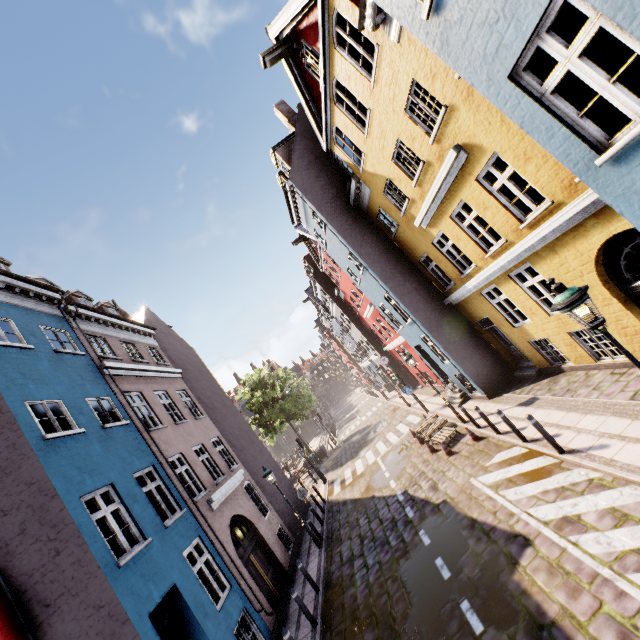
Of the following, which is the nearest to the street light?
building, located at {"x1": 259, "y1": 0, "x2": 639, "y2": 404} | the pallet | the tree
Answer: building, located at {"x1": 259, "y1": 0, "x2": 639, "y2": 404}

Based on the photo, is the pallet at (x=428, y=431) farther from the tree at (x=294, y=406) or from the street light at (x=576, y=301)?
the tree at (x=294, y=406)

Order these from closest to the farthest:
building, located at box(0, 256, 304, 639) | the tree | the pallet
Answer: building, located at box(0, 256, 304, 639) < the pallet < the tree

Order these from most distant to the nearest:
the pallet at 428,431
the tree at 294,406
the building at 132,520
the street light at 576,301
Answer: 1. the tree at 294,406
2. the pallet at 428,431
3. the building at 132,520
4. the street light at 576,301

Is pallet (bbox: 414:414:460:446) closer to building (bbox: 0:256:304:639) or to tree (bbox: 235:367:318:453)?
building (bbox: 0:256:304:639)

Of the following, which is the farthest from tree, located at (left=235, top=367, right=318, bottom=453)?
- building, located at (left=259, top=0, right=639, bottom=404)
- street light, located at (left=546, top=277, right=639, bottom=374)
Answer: street light, located at (left=546, top=277, right=639, bottom=374)

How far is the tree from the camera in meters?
31.3 m

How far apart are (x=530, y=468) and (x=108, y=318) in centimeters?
1663cm
